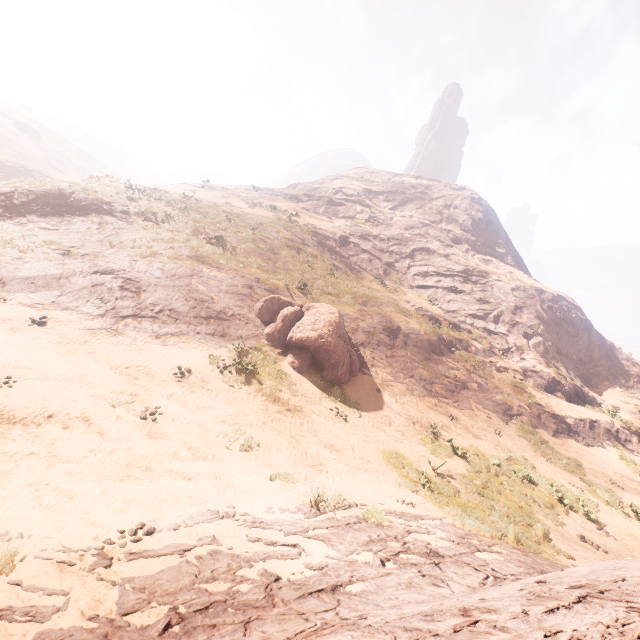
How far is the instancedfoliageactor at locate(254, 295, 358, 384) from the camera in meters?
14.4 m

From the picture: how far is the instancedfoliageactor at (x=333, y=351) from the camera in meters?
14.4 m

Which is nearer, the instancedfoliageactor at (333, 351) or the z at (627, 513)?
the z at (627, 513)

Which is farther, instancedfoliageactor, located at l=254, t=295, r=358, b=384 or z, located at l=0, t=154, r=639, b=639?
instancedfoliageactor, located at l=254, t=295, r=358, b=384

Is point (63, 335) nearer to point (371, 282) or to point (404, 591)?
point (404, 591)
